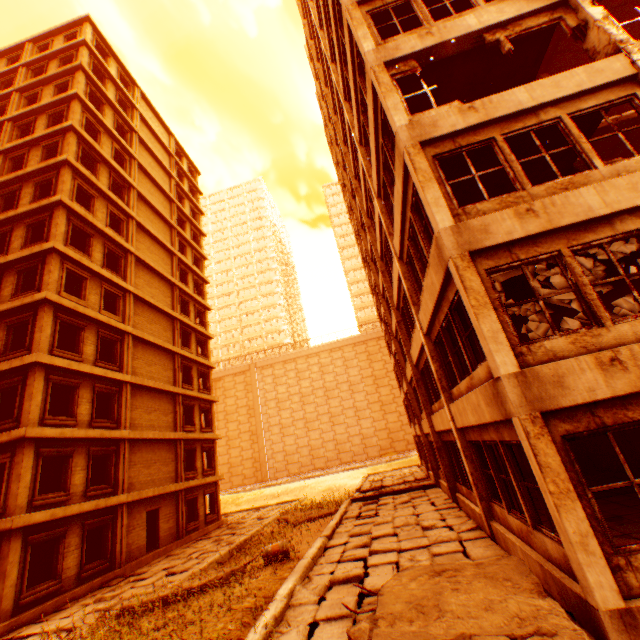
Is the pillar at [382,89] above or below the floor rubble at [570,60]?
below

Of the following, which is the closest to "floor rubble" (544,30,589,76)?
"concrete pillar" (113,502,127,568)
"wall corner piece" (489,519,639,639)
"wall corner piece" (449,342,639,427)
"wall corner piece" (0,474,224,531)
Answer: "wall corner piece" (449,342,639,427)

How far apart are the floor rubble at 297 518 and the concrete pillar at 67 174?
21.3 meters

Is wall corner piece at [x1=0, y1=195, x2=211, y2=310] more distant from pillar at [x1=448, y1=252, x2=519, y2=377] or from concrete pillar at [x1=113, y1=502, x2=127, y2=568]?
concrete pillar at [x1=113, y1=502, x2=127, y2=568]

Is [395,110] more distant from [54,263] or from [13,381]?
[13,381]

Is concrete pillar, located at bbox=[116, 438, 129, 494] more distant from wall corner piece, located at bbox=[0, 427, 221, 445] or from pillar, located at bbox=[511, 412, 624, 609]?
pillar, located at bbox=[511, 412, 624, 609]

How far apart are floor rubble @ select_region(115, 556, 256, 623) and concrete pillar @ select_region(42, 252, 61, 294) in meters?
13.3

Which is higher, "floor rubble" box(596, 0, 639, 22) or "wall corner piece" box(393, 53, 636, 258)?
"floor rubble" box(596, 0, 639, 22)
